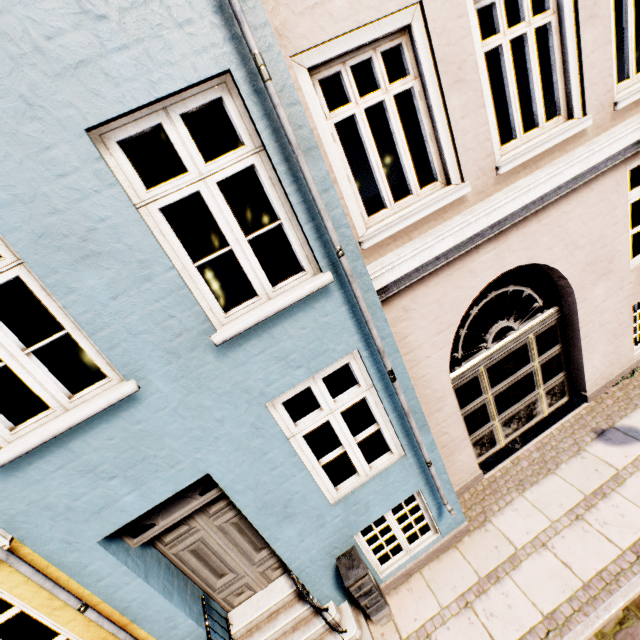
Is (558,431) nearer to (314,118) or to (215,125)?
(314,118)

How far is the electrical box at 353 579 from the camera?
4.0 meters

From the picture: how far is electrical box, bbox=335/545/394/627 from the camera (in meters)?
3.96

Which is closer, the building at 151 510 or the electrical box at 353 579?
A: the building at 151 510

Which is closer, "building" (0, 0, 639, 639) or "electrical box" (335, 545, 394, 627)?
"building" (0, 0, 639, 639)
